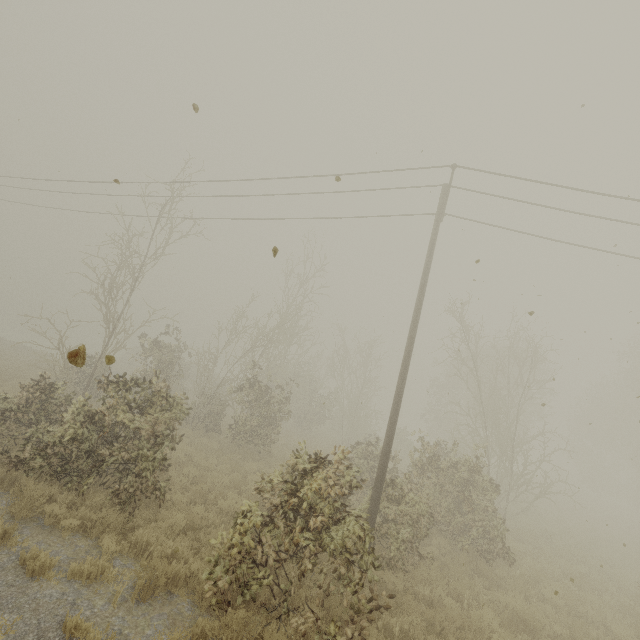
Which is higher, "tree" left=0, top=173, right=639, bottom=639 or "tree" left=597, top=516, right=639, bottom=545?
"tree" left=0, top=173, right=639, bottom=639

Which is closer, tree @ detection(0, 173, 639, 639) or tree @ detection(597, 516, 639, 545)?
tree @ detection(0, 173, 639, 639)

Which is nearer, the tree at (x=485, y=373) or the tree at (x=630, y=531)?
the tree at (x=485, y=373)

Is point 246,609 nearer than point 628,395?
→ Yes

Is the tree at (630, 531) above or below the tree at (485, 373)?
below
